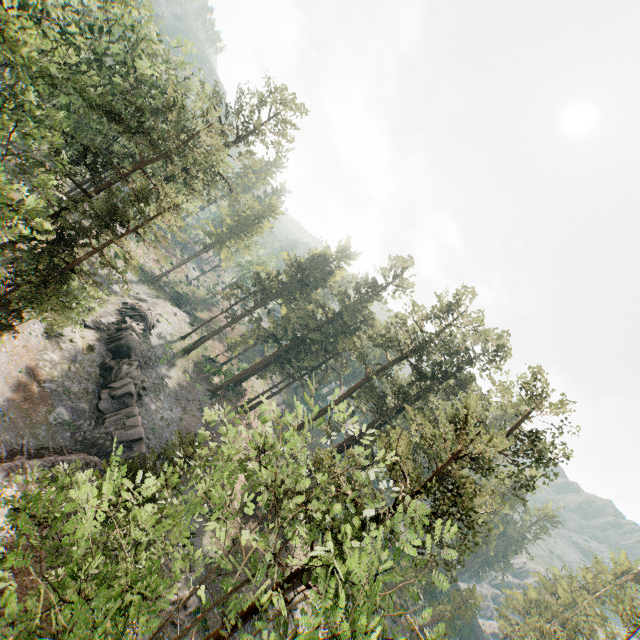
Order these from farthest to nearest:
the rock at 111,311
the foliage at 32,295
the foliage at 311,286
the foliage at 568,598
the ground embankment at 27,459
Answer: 1. the rock at 111,311
2. the foliage at 568,598
3. the ground embankment at 27,459
4. the foliage at 32,295
5. the foliage at 311,286

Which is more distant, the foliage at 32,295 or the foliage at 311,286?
the foliage at 32,295

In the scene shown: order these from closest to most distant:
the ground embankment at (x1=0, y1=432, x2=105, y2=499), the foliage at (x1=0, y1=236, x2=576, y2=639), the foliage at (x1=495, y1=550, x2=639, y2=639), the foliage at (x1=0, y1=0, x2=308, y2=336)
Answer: the foliage at (x1=0, y1=236, x2=576, y2=639), the foliage at (x1=0, y1=0, x2=308, y2=336), the ground embankment at (x1=0, y1=432, x2=105, y2=499), the foliage at (x1=495, y1=550, x2=639, y2=639)

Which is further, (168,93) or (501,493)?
(501,493)

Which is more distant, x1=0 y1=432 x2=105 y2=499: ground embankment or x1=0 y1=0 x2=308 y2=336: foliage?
x1=0 y1=432 x2=105 y2=499: ground embankment

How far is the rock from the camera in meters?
27.9
